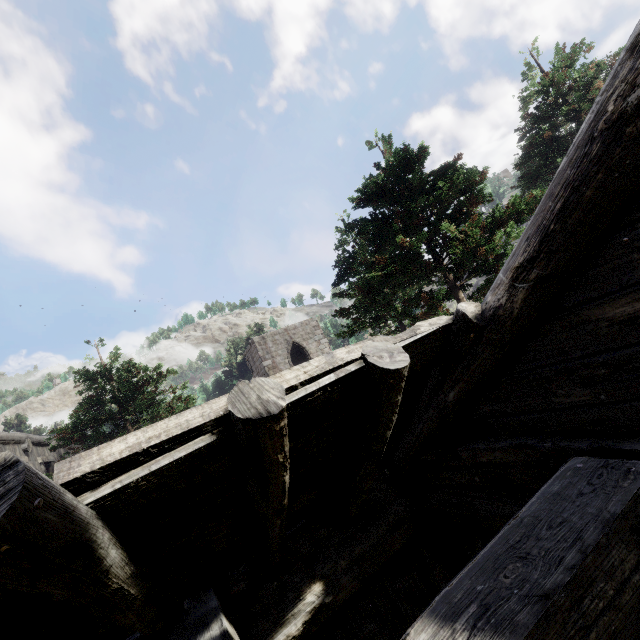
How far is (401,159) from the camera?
8.53m
